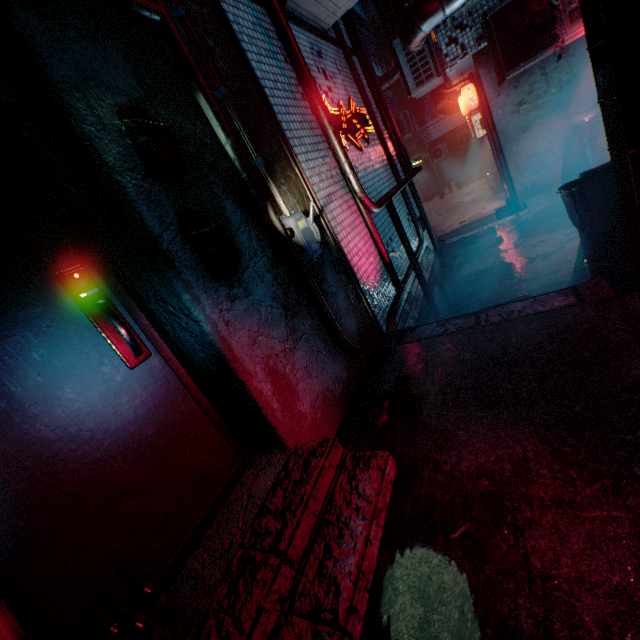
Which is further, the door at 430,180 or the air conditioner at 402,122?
the door at 430,180

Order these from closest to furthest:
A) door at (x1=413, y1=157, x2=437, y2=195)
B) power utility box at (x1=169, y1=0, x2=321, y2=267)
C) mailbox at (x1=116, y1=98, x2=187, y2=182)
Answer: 1. mailbox at (x1=116, y1=98, x2=187, y2=182)
2. power utility box at (x1=169, y1=0, x2=321, y2=267)
3. door at (x1=413, y1=157, x2=437, y2=195)

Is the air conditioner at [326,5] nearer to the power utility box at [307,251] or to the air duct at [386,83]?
Result: the air duct at [386,83]

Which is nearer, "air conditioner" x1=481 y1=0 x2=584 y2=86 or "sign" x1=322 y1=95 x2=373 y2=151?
"sign" x1=322 y1=95 x2=373 y2=151

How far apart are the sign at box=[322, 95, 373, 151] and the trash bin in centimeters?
1526cm

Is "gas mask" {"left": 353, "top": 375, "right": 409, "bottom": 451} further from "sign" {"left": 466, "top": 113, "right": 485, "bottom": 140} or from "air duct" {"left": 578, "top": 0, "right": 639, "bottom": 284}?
"sign" {"left": 466, "top": 113, "right": 485, "bottom": 140}

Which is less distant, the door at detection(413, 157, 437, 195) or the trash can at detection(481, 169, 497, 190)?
the trash can at detection(481, 169, 497, 190)

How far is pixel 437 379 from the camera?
2.1 meters
